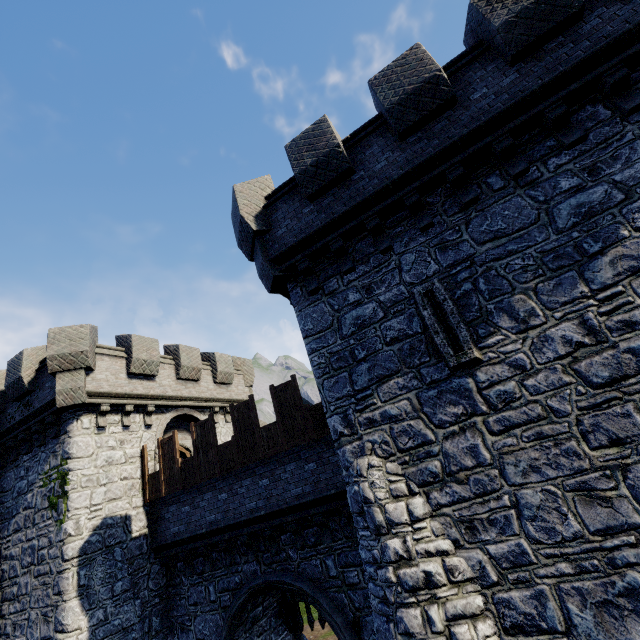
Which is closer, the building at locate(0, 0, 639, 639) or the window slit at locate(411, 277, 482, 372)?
the building at locate(0, 0, 639, 639)

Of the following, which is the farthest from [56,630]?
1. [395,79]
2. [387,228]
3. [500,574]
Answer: [395,79]

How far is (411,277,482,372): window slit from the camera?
6.1m

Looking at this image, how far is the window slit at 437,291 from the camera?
6.10m

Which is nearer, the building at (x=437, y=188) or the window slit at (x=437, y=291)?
the building at (x=437, y=188)
